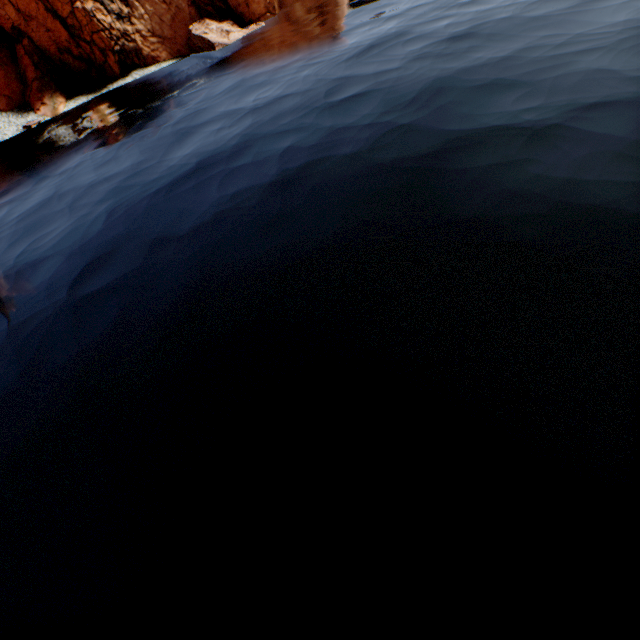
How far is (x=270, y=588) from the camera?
6.62m
